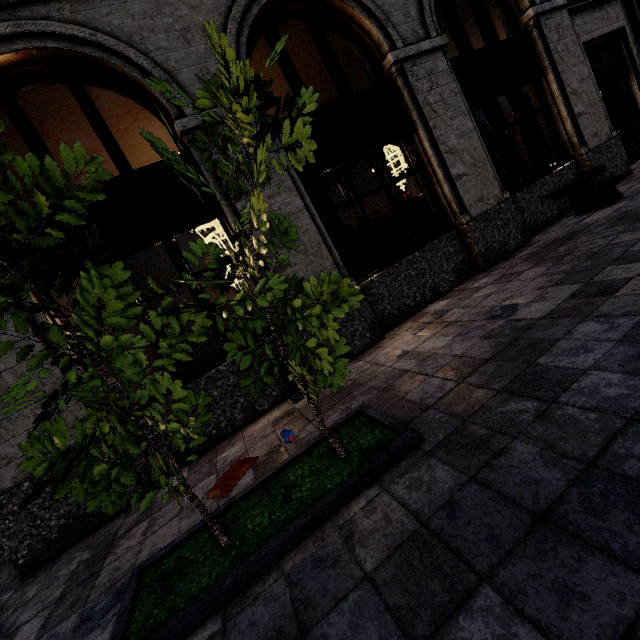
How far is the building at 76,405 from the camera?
4.0m

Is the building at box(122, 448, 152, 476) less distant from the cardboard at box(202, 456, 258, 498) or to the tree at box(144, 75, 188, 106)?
the cardboard at box(202, 456, 258, 498)

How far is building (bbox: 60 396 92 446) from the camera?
4.0m

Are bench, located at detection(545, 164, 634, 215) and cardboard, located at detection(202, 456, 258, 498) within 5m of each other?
no

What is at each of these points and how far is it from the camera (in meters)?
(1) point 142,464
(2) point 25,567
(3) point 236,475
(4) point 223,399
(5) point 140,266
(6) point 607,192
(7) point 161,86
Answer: (1) building, 4.26
(2) building, 3.83
(3) cardboard, 3.53
(4) building, 4.80
(5) building, 15.80
(6) bench, 6.25
(7) tree, 1.96

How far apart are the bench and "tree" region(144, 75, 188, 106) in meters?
7.0

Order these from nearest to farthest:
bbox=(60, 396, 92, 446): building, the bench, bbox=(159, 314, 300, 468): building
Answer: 1. bbox=(60, 396, 92, 446): building
2. bbox=(159, 314, 300, 468): building
3. the bench

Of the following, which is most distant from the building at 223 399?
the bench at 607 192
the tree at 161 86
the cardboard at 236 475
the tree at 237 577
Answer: the tree at 161 86
